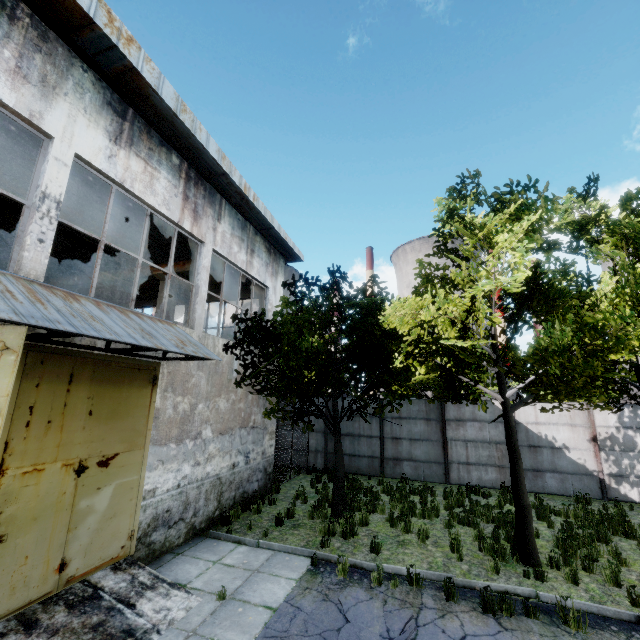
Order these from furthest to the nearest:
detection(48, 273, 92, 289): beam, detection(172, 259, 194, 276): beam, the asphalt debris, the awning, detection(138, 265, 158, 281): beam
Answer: detection(48, 273, 92, 289): beam < detection(138, 265, 158, 281): beam < detection(172, 259, 194, 276): beam < the asphalt debris < the awning

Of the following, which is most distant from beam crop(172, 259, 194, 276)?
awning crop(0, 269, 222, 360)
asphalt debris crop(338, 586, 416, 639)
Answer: asphalt debris crop(338, 586, 416, 639)

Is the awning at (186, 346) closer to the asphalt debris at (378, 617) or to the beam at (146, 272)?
the beam at (146, 272)

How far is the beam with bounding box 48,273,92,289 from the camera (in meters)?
13.91

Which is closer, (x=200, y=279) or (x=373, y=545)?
(x=373, y=545)

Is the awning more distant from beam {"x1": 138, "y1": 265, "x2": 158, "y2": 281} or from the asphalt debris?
the asphalt debris
